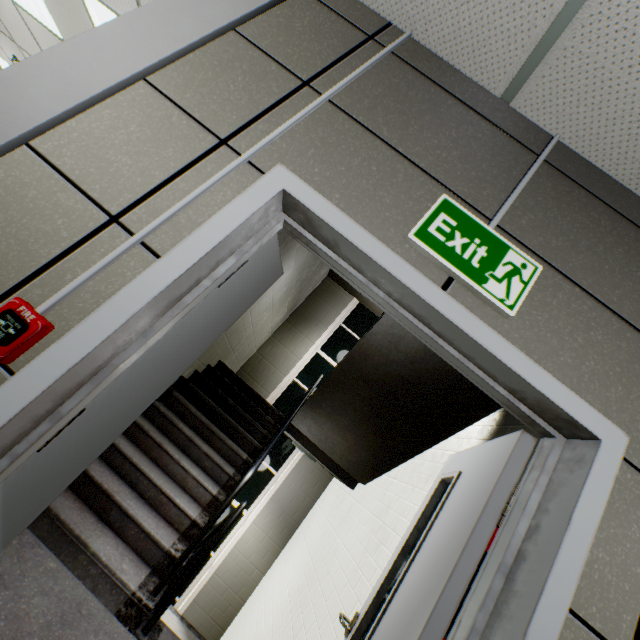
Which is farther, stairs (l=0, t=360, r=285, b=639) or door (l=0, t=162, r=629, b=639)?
stairs (l=0, t=360, r=285, b=639)

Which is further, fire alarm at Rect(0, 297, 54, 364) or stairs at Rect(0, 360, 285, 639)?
stairs at Rect(0, 360, 285, 639)

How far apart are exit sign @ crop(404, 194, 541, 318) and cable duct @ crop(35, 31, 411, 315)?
0.64m

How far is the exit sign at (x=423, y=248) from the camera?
1.17m

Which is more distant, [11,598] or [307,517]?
[307,517]

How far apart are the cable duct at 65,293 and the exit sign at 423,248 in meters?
0.6 m

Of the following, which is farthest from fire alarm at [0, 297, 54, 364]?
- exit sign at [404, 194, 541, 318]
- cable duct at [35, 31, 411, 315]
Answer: exit sign at [404, 194, 541, 318]

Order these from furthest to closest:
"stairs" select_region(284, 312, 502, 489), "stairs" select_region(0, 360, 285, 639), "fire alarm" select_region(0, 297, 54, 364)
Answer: "stairs" select_region(284, 312, 502, 489) < "stairs" select_region(0, 360, 285, 639) < "fire alarm" select_region(0, 297, 54, 364)
